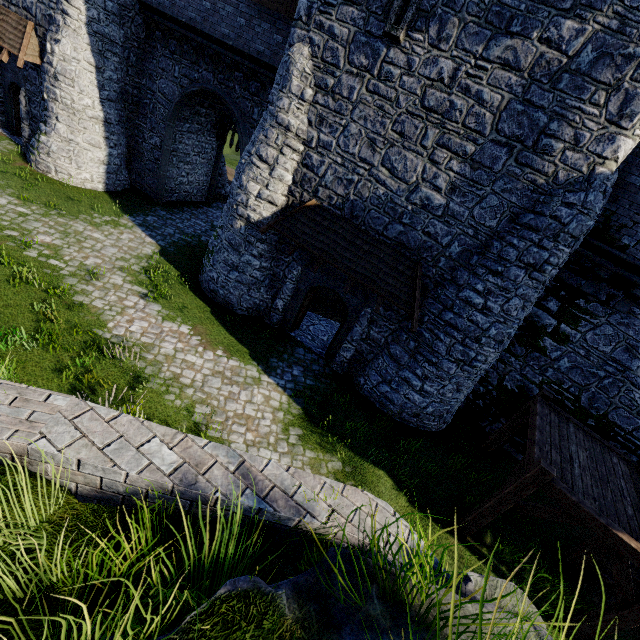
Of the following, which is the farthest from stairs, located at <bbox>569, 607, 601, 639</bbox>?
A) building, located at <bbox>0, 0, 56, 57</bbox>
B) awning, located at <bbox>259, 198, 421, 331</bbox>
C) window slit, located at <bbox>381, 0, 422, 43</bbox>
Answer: window slit, located at <bbox>381, 0, 422, 43</bbox>

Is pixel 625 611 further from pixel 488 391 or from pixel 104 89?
pixel 104 89

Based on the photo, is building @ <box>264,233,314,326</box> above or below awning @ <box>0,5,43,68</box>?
below

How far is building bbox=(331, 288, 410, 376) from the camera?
11.29m

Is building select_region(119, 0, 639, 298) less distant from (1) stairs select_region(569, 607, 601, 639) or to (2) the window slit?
(2) the window slit

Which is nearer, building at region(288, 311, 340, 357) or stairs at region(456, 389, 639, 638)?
stairs at region(456, 389, 639, 638)

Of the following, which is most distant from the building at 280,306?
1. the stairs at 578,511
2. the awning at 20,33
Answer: the stairs at 578,511

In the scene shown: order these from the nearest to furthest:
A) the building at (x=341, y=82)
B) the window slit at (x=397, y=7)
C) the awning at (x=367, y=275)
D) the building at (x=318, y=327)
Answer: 1. the building at (x=341, y=82)
2. the window slit at (x=397, y=7)
3. the awning at (x=367, y=275)
4. the building at (x=318, y=327)
